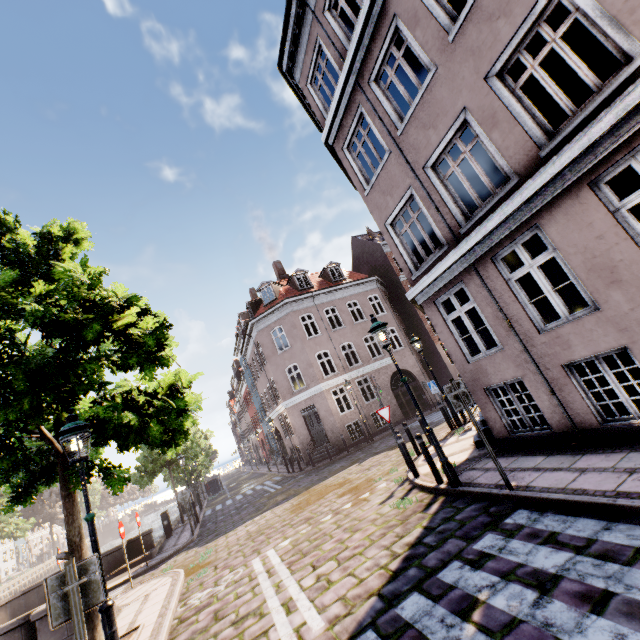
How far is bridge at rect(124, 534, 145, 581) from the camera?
12.80m

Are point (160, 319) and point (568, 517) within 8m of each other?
yes

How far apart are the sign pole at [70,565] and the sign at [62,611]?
0.0m

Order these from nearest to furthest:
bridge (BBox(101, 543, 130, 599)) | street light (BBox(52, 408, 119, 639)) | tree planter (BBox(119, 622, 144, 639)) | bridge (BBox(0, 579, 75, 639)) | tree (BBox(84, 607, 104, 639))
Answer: street light (BBox(52, 408, 119, 639)), tree (BBox(84, 607, 104, 639)), tree planter (BBox(119, 622, 144, 639)), bridge (BBox(0, 579, 75, 639)), bridge (BBox(101, 543, 130, 599))

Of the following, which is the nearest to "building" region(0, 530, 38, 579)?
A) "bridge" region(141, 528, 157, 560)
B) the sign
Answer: the sign

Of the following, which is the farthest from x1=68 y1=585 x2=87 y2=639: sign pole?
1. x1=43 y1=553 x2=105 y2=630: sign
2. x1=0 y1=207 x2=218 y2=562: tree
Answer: x1=0 y1=207 x2=218 y2=562: tree

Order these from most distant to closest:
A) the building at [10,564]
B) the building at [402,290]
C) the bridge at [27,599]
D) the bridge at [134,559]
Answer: the building at [10,564] < the bridge at [134,559] < the bridge at [27,599] < the building at [402,290]

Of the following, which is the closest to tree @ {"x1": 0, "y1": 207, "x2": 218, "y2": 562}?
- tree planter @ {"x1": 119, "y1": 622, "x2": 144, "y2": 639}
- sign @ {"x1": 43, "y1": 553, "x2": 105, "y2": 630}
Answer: tree planter @ {"x1": 119, "y1": 622, "x2": 144, "y2": 639}
